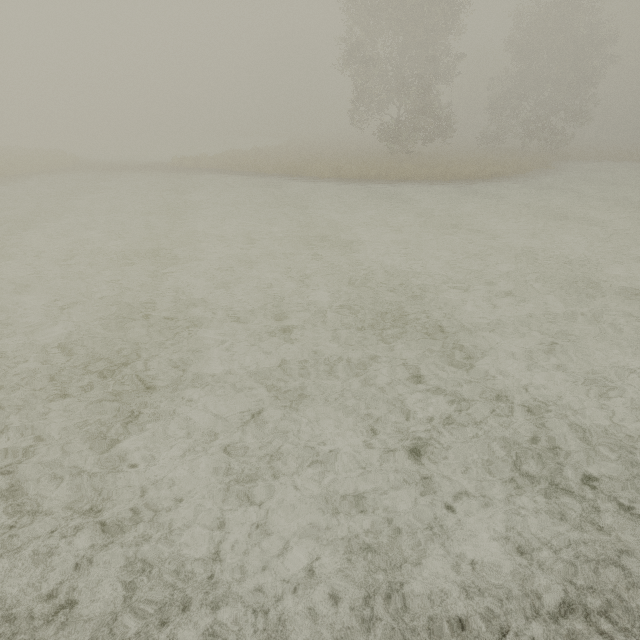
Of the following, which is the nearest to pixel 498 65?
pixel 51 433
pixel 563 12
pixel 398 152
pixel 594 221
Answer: pixel 563 12
